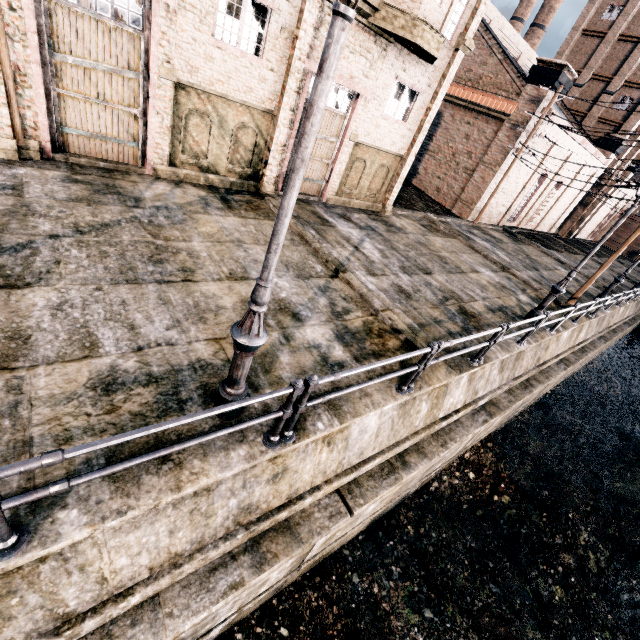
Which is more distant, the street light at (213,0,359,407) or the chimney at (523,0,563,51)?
the chimney at (523,0,563,51)

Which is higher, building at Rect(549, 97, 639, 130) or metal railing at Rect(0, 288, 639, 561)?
building at Rect(549, 97, 639, 130)

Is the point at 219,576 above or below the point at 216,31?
below

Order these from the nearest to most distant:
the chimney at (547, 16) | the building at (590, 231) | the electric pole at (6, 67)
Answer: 1. the electric pole at (6, 67)
2. the building at (590, 231)
3. the chimney at (547, 16)

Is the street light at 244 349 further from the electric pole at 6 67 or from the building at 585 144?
the building at 585 144

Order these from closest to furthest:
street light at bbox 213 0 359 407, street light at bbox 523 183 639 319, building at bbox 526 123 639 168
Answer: street light at bbox 213 0 359 407, street light at bbox 523 183 639 319, building at bbox 526 123 639 168

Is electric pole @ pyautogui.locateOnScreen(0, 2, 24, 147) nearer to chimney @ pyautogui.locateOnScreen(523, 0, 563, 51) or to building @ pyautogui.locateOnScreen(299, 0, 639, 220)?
building @ pyautogui.locateOnScreen(299, 0, 639, 220)

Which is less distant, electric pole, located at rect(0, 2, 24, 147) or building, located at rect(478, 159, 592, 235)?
electric pole, located at rect(0, 2, 24, 147)
